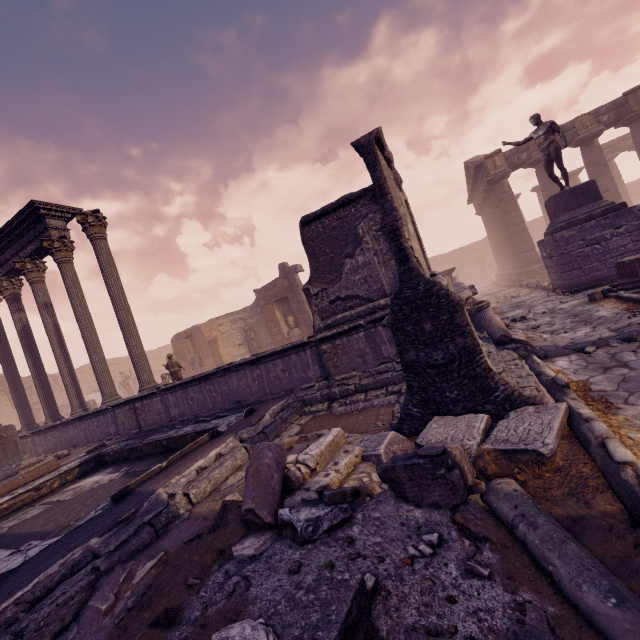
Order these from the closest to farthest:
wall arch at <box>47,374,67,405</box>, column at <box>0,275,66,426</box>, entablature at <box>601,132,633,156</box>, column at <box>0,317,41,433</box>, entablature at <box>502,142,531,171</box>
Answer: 1. column at <box>0,275,66,426</box>
2. column at <box>0,317,41,433</box>
3. entablature at <box>502,142,531,171</box>
4. entablature at <box>601,132,633,156</box>
5. wall arch at <box>47,374,67,405</box>

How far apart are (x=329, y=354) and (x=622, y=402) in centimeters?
436cm

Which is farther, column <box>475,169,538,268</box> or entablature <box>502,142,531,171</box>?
column <box>475,169,538,268</box>

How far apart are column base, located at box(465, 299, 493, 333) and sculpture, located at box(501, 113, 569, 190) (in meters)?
5.56

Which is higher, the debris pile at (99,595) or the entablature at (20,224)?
the entablature at (20,224)

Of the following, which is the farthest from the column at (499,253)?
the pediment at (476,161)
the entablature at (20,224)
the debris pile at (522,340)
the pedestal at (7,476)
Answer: the pedestal at (7,476)

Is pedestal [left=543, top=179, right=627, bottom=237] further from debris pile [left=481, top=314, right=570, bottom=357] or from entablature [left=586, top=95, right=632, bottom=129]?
entablature [left=586, top=95, right=632, bottom=129]

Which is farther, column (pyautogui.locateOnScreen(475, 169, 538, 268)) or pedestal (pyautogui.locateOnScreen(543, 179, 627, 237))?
column (pyautogui.locateOnScreen(475, 169, 538, 268))
